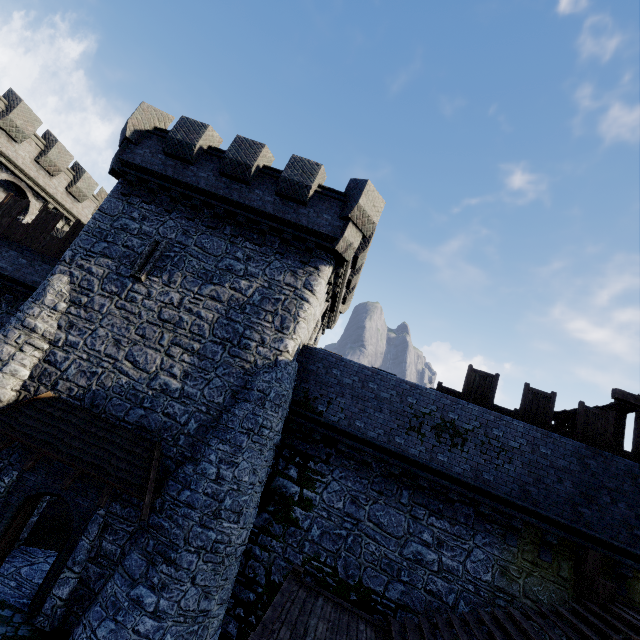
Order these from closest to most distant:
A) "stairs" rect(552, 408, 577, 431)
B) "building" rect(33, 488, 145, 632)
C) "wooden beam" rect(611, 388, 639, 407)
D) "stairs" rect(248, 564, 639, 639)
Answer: "stairs" rect(248, 564, 639, 639) → "building" rect(33, 488, 145, 632) → "wooden beam" rect(611, 388, 639, 407) → "stairs" rect(552, 408, 577, 431)

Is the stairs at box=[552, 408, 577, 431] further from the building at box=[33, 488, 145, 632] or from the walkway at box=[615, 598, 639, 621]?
the building at box=[33, 488, 145, 632]

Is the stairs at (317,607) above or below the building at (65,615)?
above

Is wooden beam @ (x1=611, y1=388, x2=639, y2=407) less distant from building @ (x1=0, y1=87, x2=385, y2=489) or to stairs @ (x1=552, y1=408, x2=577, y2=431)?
stairs @ (x1=552, y1=408, x2=577, y2=431)

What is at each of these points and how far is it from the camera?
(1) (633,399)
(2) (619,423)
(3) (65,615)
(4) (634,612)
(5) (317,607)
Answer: (1) wooden beam, 11.81m
(2) stairs, 13.24m
(3) building, 9.04m
(4) walkway, 8.73m
(5) stairs, 8.46m

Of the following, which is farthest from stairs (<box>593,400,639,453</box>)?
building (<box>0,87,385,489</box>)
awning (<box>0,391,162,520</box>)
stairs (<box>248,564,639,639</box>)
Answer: awning (<box>0,391,162,520</box>)

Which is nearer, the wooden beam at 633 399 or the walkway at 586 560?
the walkway at 586 560

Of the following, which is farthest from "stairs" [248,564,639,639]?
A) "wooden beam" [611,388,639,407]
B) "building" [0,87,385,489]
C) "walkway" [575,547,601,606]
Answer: "wooden beam" [611,388,639,407]
